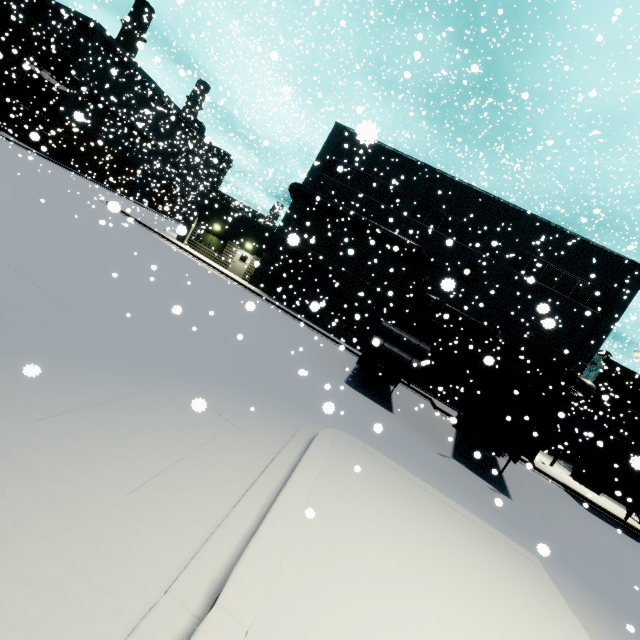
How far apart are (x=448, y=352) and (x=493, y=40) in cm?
2352

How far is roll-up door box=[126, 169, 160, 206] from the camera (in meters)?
32.35

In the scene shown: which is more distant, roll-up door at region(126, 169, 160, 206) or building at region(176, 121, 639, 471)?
roll-up door at region(126, 169, 160, 206)

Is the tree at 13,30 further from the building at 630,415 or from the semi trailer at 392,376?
the semi trailer at 392,376

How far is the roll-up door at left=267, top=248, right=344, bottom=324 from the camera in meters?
25.9

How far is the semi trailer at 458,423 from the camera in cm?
1138

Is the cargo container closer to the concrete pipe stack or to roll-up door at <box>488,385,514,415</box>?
roll-up door at <box>488,385,514,415</box>

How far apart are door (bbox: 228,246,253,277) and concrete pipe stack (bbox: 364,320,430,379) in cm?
1469
